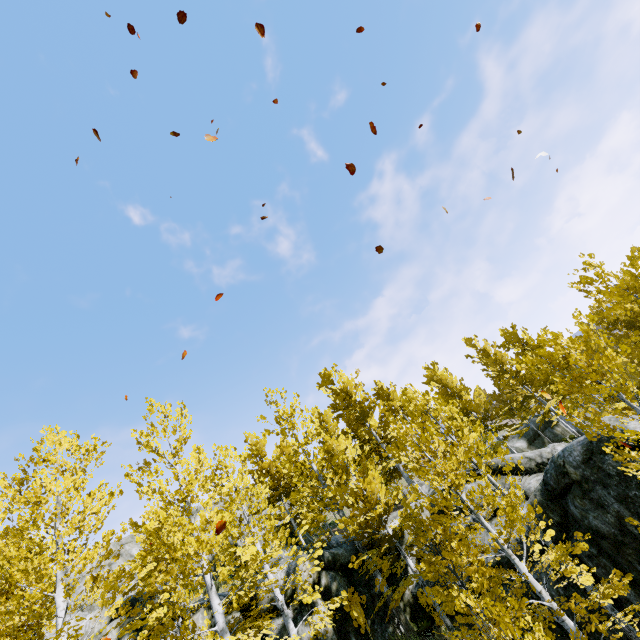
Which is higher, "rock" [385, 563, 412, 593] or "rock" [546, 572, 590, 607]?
"rock" [385, 563, 412, 593]

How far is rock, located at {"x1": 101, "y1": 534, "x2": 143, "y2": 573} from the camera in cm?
2778

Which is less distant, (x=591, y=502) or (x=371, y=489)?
(x=591, y=502)

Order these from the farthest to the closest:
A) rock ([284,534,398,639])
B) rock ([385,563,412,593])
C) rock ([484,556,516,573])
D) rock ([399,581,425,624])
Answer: rock ([385,563,412,593])
rock ([399,581,425,624])
rock ([284,534,398,639])
rock ([484,556,516,573])

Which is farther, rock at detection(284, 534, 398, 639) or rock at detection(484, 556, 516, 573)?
rock at detection(284, 534, 398, 639)

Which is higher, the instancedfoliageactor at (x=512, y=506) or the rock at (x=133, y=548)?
the rock at (x=133, y=548)

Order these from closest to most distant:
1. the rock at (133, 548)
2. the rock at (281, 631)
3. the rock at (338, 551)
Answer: the rock at (281, 631), the rock at (338, 551), the rock at (133, 548)
